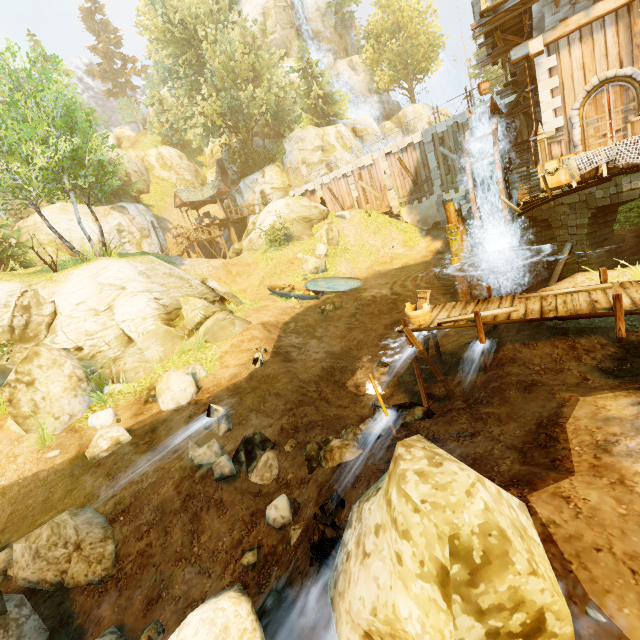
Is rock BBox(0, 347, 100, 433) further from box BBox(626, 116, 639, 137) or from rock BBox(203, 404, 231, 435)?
box BBox(626, 116, 639, 137)

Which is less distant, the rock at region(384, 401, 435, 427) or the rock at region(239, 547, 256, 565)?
the rock at region(239, 547, 256, 565)

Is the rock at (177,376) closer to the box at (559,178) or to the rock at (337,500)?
the rock at (337,500)

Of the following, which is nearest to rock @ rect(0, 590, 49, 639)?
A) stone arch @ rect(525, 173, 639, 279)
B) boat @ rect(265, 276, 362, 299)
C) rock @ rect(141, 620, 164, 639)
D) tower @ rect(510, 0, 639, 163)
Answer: A: rock @ rect(141, 620, 164, 639)

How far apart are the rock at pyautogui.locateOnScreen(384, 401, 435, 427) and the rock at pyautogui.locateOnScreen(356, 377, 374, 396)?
2.9 meters

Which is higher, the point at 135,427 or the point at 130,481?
the point at 135,427

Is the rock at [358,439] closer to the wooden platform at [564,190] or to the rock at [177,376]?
the rock at [177,376]

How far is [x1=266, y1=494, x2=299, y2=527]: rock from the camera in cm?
649
